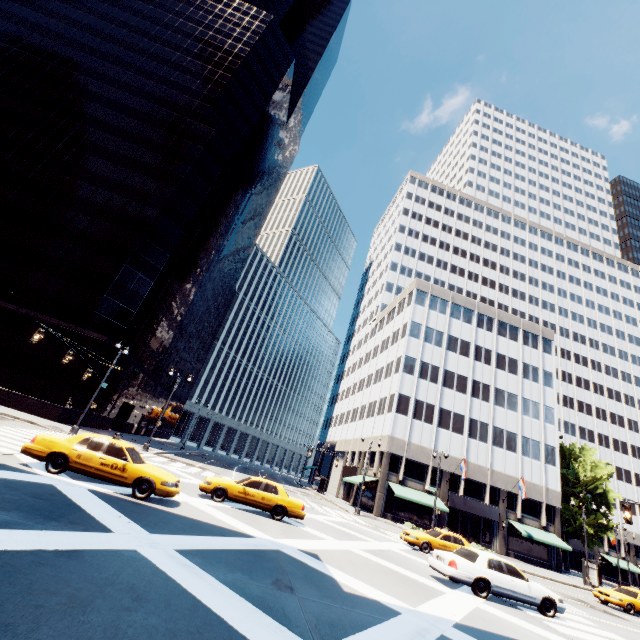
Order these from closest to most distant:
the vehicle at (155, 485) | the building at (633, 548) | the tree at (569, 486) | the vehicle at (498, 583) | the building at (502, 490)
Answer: the vehicle at (155, 485), the vehicle at (498, 583), the building at (502, 490), the tree at (569, 486), the building at (633, 548)

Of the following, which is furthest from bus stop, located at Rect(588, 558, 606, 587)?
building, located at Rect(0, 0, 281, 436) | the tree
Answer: building, located at Rect(0, 0, 281, 436)

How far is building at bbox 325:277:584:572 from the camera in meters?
38.6 m

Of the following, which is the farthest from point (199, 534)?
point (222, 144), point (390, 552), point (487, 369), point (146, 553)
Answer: point (222, 144)

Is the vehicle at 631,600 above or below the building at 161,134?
below

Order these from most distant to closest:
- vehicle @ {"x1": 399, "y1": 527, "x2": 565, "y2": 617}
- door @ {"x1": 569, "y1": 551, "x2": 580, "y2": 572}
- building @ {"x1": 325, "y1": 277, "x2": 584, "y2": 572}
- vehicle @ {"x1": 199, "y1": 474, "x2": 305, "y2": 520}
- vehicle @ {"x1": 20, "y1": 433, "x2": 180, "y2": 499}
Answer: door @ {"x1": 569, "y1": 551, "x2": 580, "y2": 572}, building @ {"x1": 325, "y1": 277, "x2": 584, "y2": 572}, vehicle @ {"x1": 199, "y1": 474, "x2": 305, "y2": 520}, vehicle @ {"x1": 399, "y1": 527, "x2": 565, "y2": 617}, vehicle @ {"x1": 20, "y1": 433, "x2": 180, "y2": 499}

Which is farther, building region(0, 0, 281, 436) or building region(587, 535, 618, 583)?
building region(587, 535, 618, 583)

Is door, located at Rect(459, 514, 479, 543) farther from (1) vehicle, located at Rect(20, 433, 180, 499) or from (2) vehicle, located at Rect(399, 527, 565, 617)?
(1) vehicle, located at Rect(20, 433, 180, 499)
